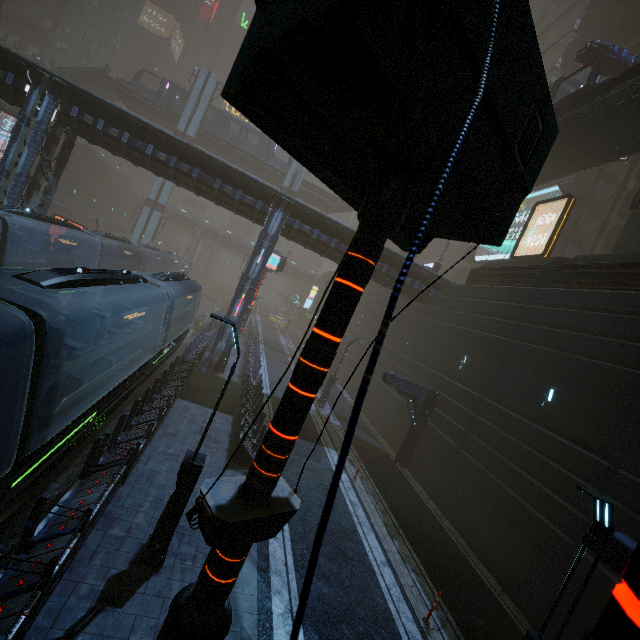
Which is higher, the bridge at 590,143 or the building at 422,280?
the bridge at 590,143

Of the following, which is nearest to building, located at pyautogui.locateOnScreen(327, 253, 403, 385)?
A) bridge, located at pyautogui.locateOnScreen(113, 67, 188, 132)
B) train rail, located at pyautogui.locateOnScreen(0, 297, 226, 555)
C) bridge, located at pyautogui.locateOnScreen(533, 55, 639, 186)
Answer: train rail, located at pyautogui.locateOnScreen(0, 297, 226, 555)

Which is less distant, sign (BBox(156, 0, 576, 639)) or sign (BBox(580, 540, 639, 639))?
sign (BBox(580, 540, 639, 639))

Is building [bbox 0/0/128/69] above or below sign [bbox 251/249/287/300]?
above

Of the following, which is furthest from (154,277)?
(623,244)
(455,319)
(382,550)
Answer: (623,244)

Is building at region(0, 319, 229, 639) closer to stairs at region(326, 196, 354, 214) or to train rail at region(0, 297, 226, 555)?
train rail at region(0, 297, 226, 555)

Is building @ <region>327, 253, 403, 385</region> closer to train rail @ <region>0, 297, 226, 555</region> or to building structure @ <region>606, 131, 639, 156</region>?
train rail @ <region>0, 297, 226, 555</region>

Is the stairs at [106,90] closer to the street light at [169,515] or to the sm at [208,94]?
the sm at [208,94]
